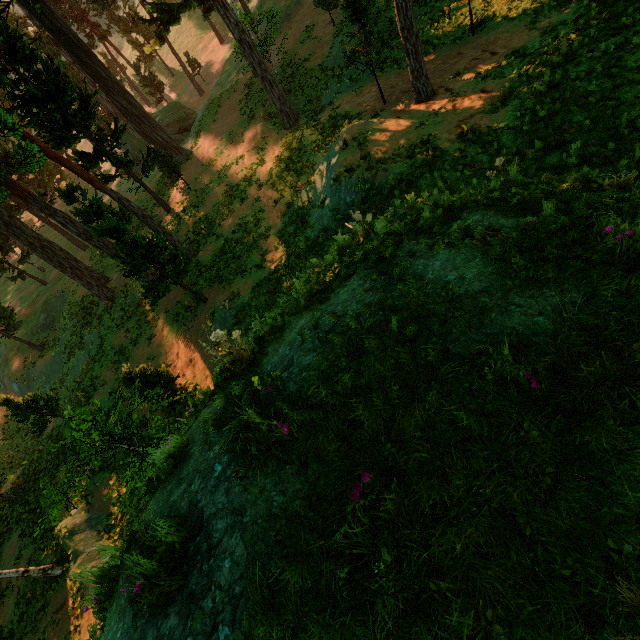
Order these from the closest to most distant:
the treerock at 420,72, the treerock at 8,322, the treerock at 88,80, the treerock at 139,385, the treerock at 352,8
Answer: the treerock at 139,385 < the treerock at 420,72 < the treerock at 352,8 < the treerock at 88,80 < the treerock at 8,322

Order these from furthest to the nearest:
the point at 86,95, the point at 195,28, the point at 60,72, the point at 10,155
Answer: the point at 195,28, the point at 10,155, the point at 86,95, the point at 60,72

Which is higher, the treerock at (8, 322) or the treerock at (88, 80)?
the treerock at (88, 80)

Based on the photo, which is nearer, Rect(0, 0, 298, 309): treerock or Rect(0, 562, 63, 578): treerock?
Rect(0, 562, 63, 578): treerock

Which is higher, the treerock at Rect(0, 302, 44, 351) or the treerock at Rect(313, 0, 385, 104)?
the treerock at Rect(313, 0, 385, 104)

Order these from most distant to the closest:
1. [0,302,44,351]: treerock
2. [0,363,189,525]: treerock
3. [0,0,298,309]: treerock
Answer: [0,302,44,351]: treerock → [0,0,298,309]: treerock → [0,363,189,525]: treerock
